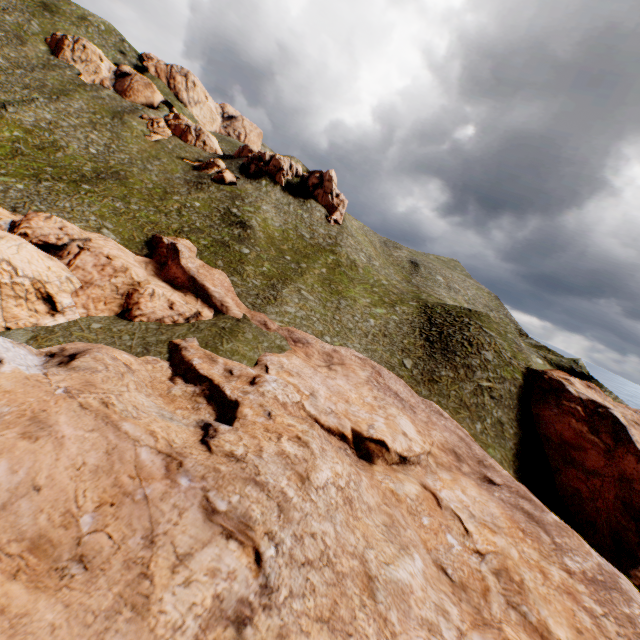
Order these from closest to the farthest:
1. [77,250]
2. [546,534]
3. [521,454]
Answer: [546,534], [77,250], [521,454]
